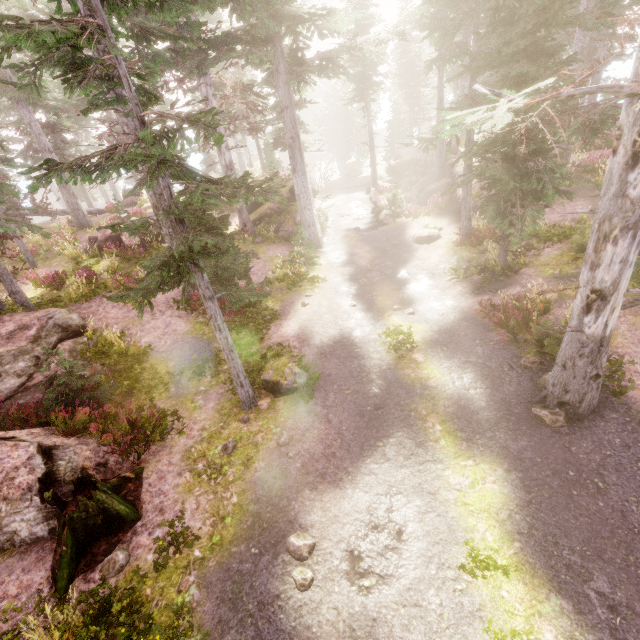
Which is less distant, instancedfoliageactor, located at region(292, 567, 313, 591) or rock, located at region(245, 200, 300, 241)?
instancedfoliageactor, located at region(292, 567, 313, 591)

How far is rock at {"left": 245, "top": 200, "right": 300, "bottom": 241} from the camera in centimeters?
2147cm

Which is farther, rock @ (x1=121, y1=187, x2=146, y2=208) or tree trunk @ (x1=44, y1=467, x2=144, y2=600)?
rock @ (x1=121, y1=187, x2=146, y2=208)

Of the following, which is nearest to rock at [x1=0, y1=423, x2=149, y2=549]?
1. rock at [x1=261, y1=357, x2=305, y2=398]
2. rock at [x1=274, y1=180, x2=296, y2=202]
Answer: rock at [x1=261, y1=357, x2=305, y2=398]

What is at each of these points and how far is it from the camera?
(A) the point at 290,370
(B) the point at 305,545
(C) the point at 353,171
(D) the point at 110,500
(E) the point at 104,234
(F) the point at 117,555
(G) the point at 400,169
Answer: (A) rock, 9.6 meters
(B) instancedfoliageactor, 5.7 meters
(C) rock, 49.6 meters
(D) tree trunk, 6.6 meters
(E) rock, 18.9 meters
(F) instancedfoliageactor, 6.1 meters
(G) rock, 32.2 meters

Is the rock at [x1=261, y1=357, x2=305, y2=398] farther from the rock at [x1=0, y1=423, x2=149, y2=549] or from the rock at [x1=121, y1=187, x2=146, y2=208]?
the rock at [x1=121, y1=187, x2=146, y2=208]

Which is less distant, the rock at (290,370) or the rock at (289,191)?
the rock at (290,370)

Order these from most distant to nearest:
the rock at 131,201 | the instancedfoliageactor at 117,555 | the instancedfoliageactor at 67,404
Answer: the rock at 131,201, the instancedfoliageactor at 67,404, the instancedfoliageactor at 117,555
